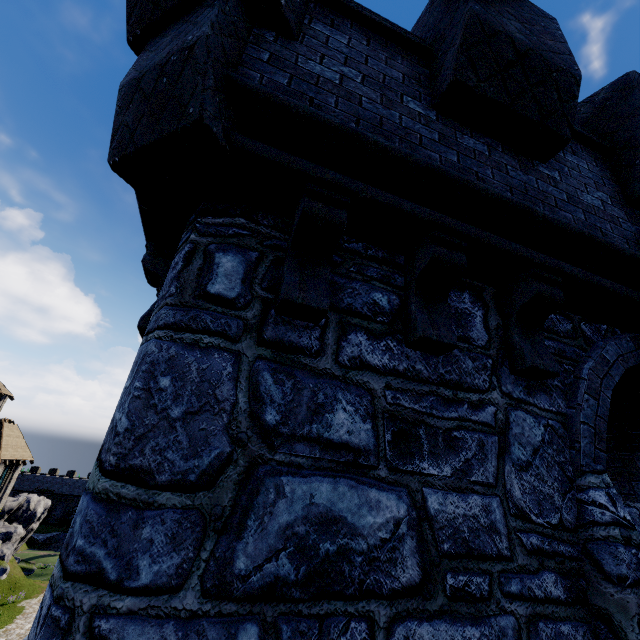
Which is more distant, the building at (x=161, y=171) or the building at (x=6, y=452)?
the building at (x=6, y=452)

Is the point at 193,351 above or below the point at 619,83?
below

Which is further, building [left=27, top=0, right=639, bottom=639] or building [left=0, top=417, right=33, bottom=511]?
building [left=0, top=417, right=33, bottom=511]
